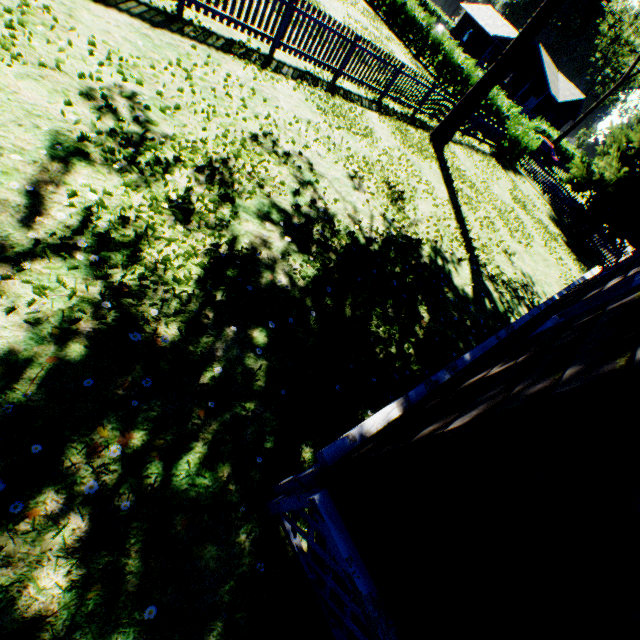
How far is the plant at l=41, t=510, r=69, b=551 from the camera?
2.09m

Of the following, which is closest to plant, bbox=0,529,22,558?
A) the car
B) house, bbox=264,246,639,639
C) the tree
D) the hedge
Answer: house, bbox=264,246,639,639

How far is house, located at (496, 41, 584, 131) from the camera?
38.9m

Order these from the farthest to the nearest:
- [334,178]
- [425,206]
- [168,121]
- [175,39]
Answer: [425,206]
[334,178]
[175,39]
[168,121]

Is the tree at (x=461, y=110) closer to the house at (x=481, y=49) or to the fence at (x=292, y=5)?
the fence at (x=292, y=5)

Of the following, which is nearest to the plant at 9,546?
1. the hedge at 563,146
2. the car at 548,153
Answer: the car at 548,153

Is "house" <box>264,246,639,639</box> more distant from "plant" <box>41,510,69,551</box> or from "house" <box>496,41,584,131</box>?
"house" <box>496,41,584,131</box>

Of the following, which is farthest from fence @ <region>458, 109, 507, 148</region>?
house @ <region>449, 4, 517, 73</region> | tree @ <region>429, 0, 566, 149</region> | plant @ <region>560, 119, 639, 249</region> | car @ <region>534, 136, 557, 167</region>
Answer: house @ <region>449, 4, 517, 73</region>
